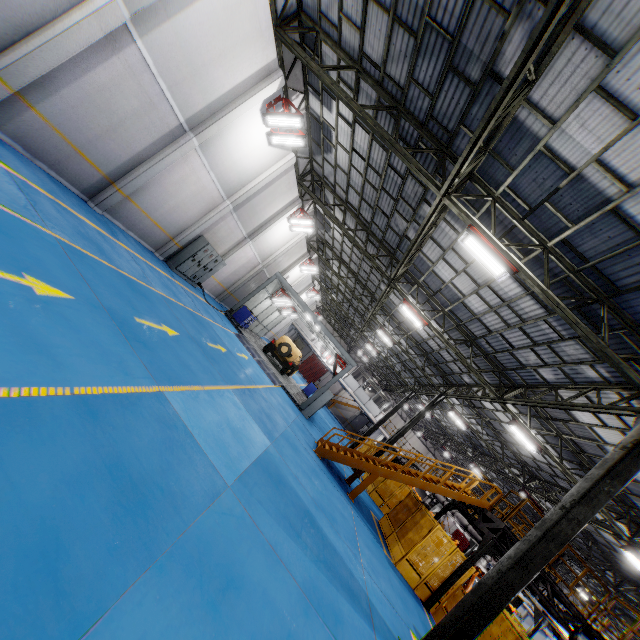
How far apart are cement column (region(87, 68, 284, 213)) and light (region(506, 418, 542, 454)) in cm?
1696

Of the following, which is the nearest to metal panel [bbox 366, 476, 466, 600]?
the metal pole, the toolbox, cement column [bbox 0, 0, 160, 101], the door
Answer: the metal pole

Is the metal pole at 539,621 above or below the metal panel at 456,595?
above

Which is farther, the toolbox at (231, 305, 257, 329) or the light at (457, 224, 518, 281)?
the toolbox at (231, 305, 257, 329)

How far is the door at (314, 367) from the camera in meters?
52.9

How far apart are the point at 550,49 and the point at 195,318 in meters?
12.0 m

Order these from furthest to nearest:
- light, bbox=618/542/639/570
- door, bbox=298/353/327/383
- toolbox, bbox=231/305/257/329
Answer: door, bbox=298/353/327/383 → toolbox, bbox=231/305/257/329 → light, bbox=618/542/639/570

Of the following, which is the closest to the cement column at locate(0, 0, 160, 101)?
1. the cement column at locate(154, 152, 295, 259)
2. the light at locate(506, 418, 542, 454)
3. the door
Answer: the cement column at locate(154, 152, 295, 259)
